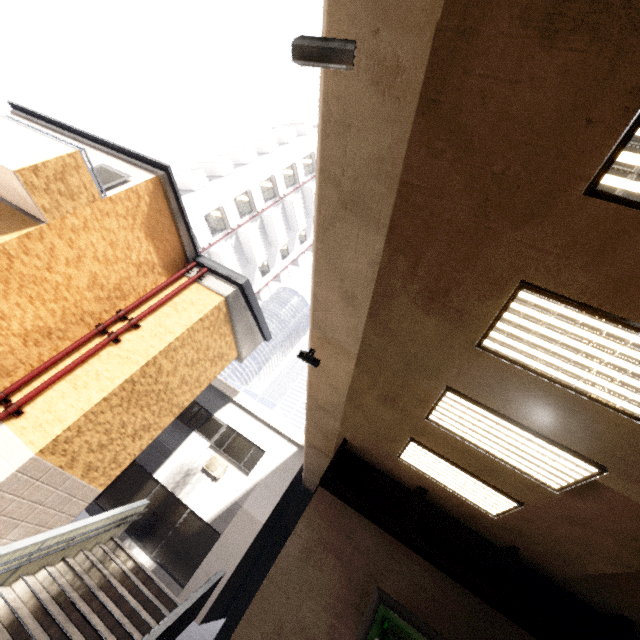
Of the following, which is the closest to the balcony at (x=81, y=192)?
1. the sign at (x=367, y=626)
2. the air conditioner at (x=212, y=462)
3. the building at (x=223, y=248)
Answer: the air conditioner at (x=212, y=462)

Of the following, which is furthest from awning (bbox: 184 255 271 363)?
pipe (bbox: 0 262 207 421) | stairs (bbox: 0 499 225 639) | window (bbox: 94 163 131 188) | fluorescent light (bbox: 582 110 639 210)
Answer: fluorescent light (bbox: 582 110 639 210)

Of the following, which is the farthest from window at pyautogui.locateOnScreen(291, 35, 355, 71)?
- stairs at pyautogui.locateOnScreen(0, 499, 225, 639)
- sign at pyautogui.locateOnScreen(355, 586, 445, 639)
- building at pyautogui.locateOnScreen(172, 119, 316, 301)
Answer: building at pyautogui.locateOnScreen(172, 119, 316, 301)

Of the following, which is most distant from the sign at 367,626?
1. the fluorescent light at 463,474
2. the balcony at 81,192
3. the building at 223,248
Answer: the building at 223,248

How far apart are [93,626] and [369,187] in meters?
10.7 m

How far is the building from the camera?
23.25m

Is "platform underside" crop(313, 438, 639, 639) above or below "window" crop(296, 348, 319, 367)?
below

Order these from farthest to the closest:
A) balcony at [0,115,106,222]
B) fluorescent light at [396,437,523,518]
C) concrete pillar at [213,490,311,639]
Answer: concrete pillar at [213,490,311,639]
balcony at [0,115,106,222]
fluorescent light at [396,437,523,518]
